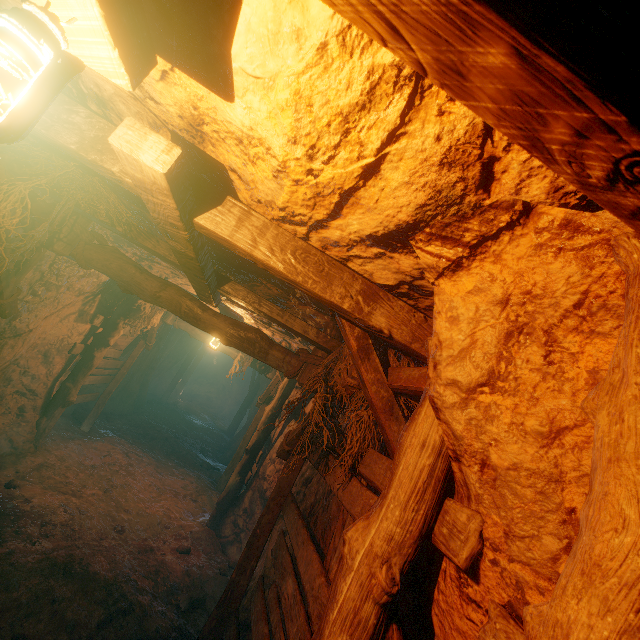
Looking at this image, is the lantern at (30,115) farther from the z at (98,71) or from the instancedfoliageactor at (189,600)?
the instancedfoliageactor at (189,600)

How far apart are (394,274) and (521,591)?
1.7m

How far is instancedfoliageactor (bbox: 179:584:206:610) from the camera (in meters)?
4.80

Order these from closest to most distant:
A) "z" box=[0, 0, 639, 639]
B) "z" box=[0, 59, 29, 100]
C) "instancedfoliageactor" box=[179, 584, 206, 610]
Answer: "z" box=[0, 0, 639, 639] < "z" box=[0, 59, 29, 100] < "instancedfoliageactor" box=[179, 584, 206, 610]

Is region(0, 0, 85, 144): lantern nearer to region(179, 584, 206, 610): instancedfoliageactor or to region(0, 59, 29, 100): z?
region(0, 59, 29, 100): z

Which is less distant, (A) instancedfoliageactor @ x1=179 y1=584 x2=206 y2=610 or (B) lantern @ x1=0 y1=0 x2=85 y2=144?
(B) lantern @ x1=0 y1=0 x2=85 y2=144

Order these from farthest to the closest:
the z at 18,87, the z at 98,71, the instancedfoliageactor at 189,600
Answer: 1. the instancedfoliageactor at 189,600
2. the z at 18,87
3. the z at 98,71
